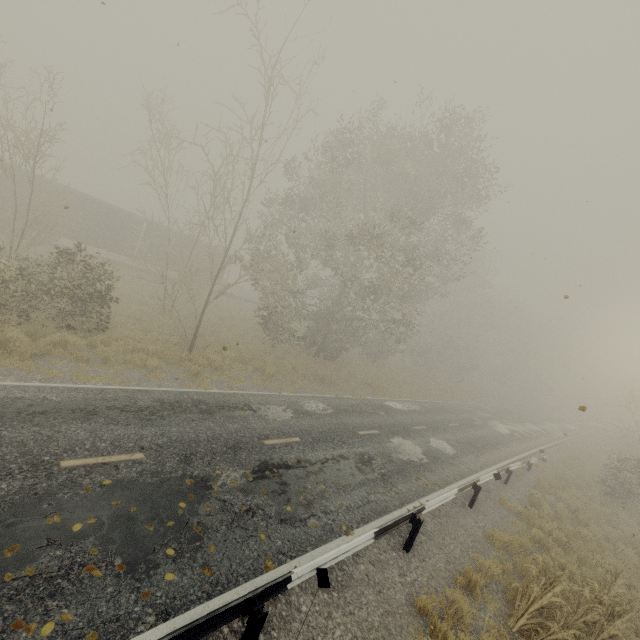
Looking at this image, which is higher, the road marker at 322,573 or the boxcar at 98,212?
the boxcar at 98,212

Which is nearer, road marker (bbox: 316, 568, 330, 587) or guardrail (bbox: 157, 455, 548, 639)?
guardrail (bbox: 157, 455, 548, 639)

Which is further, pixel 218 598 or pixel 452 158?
pixel 452 158

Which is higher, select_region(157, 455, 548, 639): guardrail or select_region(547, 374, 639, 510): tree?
select_region(547, 374, 639, 510): tree

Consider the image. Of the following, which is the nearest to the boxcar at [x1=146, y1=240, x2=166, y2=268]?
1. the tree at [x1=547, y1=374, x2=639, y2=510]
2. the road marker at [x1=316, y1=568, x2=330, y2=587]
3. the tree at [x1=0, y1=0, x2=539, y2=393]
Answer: the tree at [x1=0, y1=0, x2=539, y2=393]

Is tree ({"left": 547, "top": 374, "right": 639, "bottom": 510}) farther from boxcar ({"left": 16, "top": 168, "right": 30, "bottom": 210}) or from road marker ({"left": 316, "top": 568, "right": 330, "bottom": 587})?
boxcar ({"left": 16, "top": 168, "right": 30, "bottom": 210})

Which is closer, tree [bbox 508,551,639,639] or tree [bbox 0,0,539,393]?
tree [bbox 508,551,639,639]

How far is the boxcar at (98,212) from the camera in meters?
25.3 m
